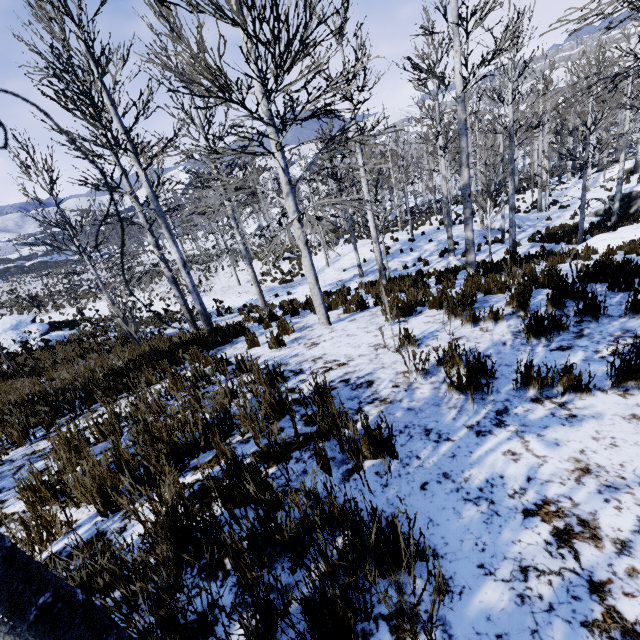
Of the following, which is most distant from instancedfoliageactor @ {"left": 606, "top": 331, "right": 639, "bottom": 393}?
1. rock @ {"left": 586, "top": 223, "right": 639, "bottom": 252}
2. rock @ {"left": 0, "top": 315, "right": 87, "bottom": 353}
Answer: Answer: rock @ {"left": 0, "top": 315, "right": 87, "bottom": 353}

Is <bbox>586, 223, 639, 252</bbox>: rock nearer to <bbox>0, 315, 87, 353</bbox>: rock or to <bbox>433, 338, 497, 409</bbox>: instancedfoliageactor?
<bbox>433, 338, 497, 409</bbox>: instancedfoliageactor

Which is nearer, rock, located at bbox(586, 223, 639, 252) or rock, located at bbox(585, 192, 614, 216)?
rock, located at bbox(586, 223, 639, 252)

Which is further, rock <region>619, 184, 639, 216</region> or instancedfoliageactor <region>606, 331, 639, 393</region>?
rock <region>619, 184, 639, 216</region>

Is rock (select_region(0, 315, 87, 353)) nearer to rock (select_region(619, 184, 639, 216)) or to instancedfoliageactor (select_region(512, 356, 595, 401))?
instancedfoliageactor (select_region(512, 356, 595, 401))

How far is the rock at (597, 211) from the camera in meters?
19.1 m

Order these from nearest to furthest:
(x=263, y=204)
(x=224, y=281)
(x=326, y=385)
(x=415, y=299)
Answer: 1. (x=326, y=385)
2. (x=415, y=299)
3. (x=224, y=281)
4. (x=263, y=204)

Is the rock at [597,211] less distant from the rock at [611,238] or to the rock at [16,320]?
the rock at [611,238]
